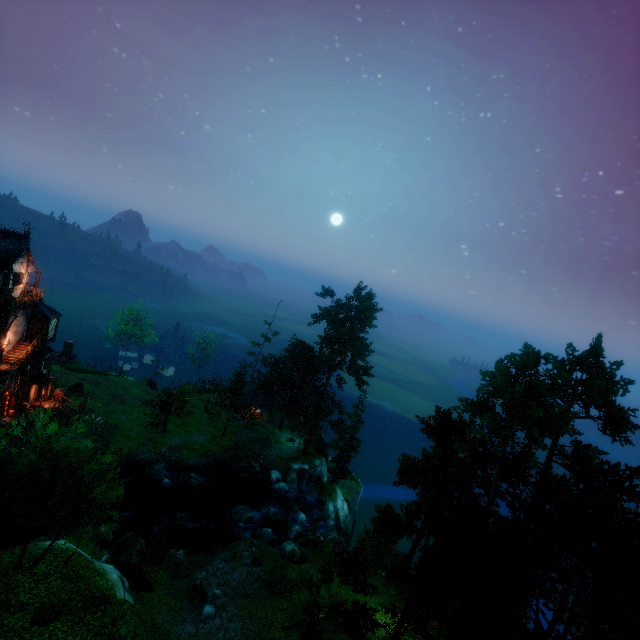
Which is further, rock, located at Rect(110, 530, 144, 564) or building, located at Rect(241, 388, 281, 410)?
building, located at Rect(241, 388, 281, 410)

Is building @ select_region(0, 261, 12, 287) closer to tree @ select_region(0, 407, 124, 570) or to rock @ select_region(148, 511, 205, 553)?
tree @ select_region(0, 407, 124, 570)

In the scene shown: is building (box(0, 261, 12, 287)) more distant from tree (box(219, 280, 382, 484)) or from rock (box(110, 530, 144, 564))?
rock (box(110, 530, 144, 564))

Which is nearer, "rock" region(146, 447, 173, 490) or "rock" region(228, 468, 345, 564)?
"rock" region(228, 468, 345, 564)

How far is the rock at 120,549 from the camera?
24.4m

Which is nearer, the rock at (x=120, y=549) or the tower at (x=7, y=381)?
the rock at (x=120, y=549)

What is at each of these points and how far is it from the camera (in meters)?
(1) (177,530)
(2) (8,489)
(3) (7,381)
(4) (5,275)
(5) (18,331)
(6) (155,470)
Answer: (1) rock, 31.00
(2) tree, 17.53
(3) tower, 32.09
(4) building, 30.59
(5) tower, 33.66
(6) rock, 36.38

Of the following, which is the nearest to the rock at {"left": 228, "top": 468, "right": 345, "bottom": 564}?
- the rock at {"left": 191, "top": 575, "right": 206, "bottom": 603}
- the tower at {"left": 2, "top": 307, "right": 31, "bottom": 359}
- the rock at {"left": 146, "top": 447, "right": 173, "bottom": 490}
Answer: the rock at {"left": 191, "top": 575, "right": 206, "bottom": 603}
